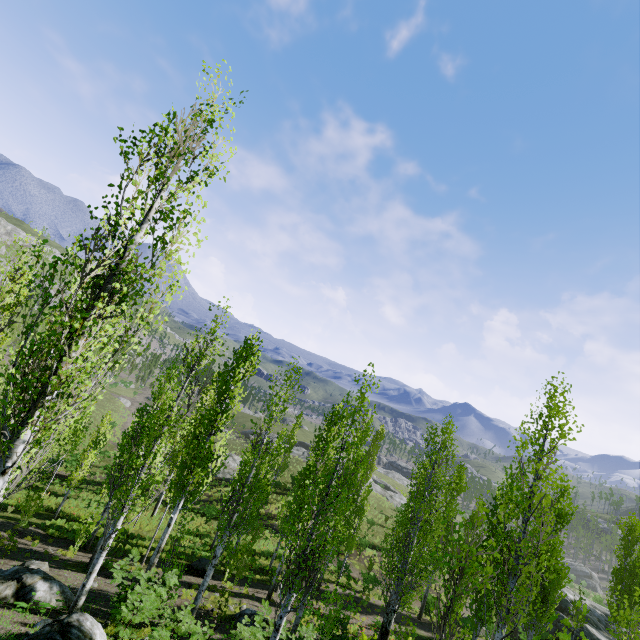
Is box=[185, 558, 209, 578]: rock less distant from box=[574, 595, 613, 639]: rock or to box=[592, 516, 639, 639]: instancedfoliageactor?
box=[592, 516, 639, 639]: instancedfoliageactor

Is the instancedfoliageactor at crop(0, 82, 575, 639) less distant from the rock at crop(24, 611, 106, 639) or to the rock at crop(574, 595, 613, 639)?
the rock at crop(574, 595, 613, 639)

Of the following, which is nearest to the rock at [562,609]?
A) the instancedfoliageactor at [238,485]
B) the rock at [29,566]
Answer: the instancedfoliageactor at [238,485]

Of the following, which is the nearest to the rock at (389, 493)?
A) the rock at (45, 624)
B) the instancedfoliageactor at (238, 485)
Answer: the instancedfoliageactor at (238, 485)

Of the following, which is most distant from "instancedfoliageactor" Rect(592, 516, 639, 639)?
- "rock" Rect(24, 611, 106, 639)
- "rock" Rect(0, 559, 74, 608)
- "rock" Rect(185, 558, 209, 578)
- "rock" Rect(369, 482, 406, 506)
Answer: "rock" Rect(24, 611, 106, 639)

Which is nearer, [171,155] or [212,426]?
[171,155]

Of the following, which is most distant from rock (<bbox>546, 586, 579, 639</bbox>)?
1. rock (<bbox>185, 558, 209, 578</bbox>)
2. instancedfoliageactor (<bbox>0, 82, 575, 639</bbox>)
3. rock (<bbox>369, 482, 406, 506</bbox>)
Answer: rock (<bbox>369, 482, 406, 506</bbox>)

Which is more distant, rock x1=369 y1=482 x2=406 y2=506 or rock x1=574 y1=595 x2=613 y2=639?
rock x1=369 y1=482 x2=406 y2=506
